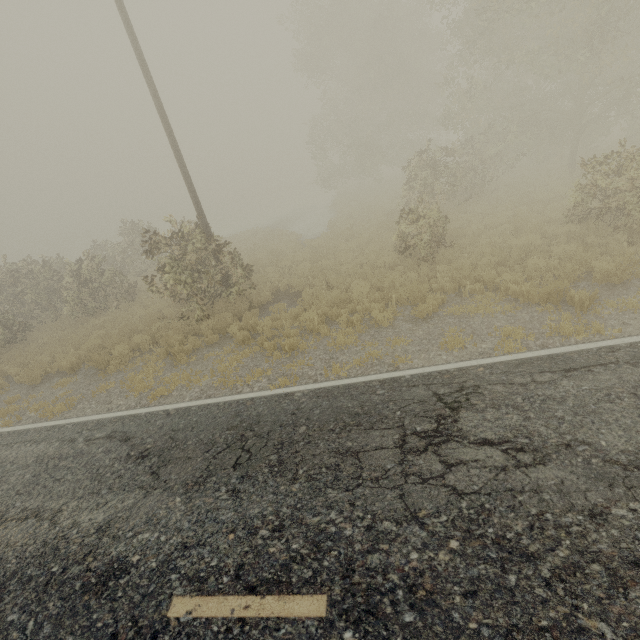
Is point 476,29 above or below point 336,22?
below
